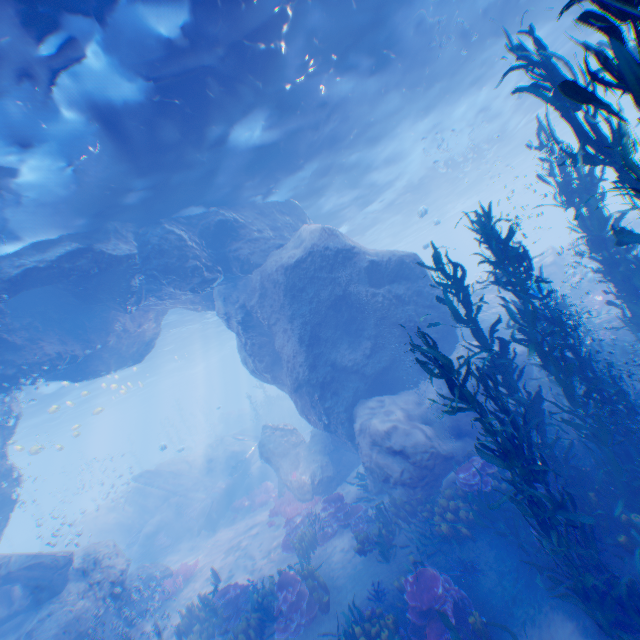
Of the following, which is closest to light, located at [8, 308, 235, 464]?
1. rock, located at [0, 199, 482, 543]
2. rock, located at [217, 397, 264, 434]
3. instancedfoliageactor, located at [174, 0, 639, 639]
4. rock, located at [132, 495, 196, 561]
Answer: rock, located at [0, 199, 482, 543]

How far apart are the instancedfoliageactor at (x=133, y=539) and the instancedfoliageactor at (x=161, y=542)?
1.28m

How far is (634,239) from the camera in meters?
4.5 m

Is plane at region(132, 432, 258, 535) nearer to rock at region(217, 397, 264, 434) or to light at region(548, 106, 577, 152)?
light at region(548, 106, 577, 152)

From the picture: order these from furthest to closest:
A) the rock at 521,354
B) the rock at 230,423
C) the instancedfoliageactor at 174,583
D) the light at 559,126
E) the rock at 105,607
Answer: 1. the rock at 230,423
2. the light at 559,126
3. the instancedfoliageactor at 174,583
4. the rock at 521,354
5. the rock at 105,607

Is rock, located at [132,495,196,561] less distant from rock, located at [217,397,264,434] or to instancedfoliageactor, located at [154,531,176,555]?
instancedfoliageactor, located at [154,531,176,555]

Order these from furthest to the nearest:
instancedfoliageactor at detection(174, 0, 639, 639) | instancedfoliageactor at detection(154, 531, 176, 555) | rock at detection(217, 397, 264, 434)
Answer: rock at detection(217, 397, 264, 434)
instancedfoliageactor at detection(154, 531, 176, 555)
instancedfoliageactor at detection(174, 0, 639, 639)

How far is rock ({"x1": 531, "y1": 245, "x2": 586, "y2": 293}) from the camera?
15.8 meters
